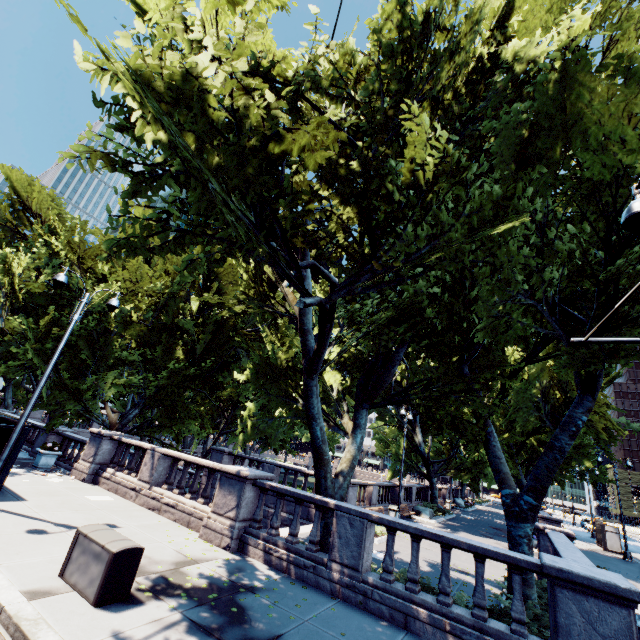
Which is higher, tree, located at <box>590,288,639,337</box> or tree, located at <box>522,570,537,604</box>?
tree, located at <box>590,288,639,337</box>

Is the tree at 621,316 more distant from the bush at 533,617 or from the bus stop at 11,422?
Result: the bus stop at 11,422

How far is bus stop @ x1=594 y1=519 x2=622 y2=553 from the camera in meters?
27.2 m

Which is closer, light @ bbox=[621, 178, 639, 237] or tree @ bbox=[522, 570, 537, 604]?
light @ bbox=[621, 178, 639, 237]

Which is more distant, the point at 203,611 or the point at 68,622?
the point at 203,611

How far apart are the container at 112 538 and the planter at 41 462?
11.45m

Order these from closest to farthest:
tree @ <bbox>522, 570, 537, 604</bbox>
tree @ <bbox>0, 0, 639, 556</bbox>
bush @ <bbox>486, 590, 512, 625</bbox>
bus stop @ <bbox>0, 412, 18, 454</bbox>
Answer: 1. tree @ <bbox>0, 0, 639, 556</bbox>
2. bush @ <bbox>486, 590, 512, 625</bbox>
3. tree @ <bbox>522, 570, 537, 604</bbox>
4. bus stop @ <bbox>0, 412, 18, 454</bbox>

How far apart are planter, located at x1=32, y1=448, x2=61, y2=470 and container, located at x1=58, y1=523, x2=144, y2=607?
11.5 meters
